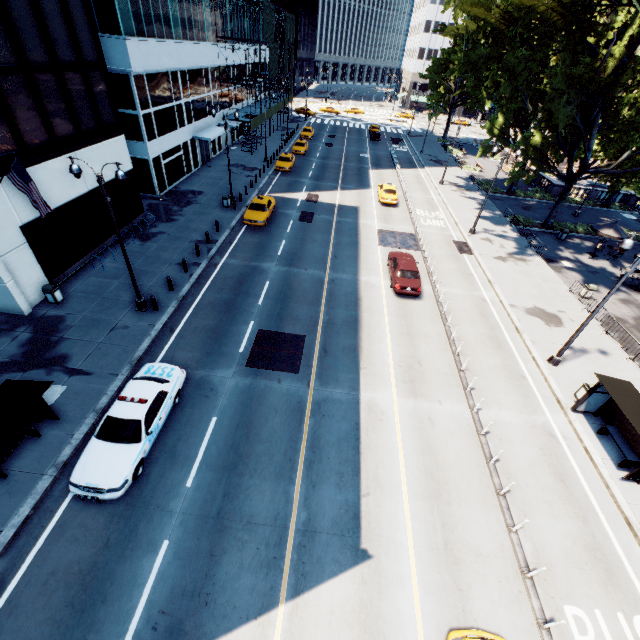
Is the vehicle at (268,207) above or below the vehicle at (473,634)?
above

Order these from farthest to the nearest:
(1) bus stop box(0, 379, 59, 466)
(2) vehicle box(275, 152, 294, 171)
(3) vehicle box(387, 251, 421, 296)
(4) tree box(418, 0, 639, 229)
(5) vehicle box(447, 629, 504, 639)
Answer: (2) vehicle box(275, 152, 294, 171) < (4) tree box(418, 0, 639, 229) < (3) vehicle box(387, 251, 421, 296) < (1) bus stop box(0, 379, 59, 466) < (5) vehicle box(447, 629, 504, 639)

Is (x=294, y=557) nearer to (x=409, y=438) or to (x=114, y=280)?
(x=409, y=438)

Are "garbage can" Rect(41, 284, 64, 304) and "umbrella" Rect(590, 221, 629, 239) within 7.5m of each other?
no

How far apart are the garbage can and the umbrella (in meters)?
39.34

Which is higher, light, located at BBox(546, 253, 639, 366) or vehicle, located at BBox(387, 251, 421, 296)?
vehicle, located at BBox(387, 251, 421, 296)

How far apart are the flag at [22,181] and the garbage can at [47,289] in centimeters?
382cm

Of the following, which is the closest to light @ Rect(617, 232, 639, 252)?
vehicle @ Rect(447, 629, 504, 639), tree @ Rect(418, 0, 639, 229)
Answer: tree @ Rect(418, 0, 639, 229)
